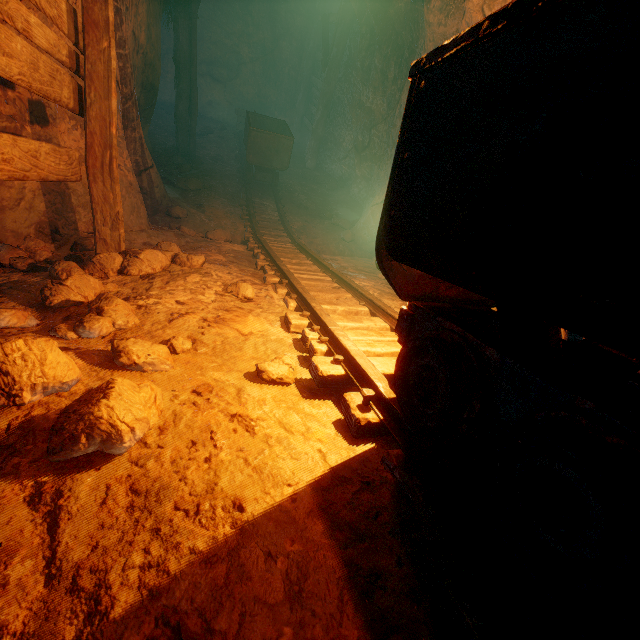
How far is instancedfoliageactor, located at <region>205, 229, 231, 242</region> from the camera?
5.6 meters

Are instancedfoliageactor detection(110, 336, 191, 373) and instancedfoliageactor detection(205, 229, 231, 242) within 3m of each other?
no

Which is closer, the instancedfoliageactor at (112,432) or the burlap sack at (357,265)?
the instancedfoliageactor at (112,432)

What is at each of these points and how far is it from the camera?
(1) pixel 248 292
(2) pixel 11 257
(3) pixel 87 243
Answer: (1) instancedfoliageactor, 2.86m
(2) instancedfoliageactor, 2.82m
(3) instancedfoliageactor, 3.53m

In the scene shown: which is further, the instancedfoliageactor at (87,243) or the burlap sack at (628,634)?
the instancedfoliageactor at (87,243)

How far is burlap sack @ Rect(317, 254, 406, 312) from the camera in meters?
3.6

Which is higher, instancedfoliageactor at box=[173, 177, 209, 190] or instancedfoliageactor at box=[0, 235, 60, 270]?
instancedfoliageactor at box=[0, 235, 60, 270]

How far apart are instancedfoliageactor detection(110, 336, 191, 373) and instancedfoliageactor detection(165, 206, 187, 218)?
4.72m
